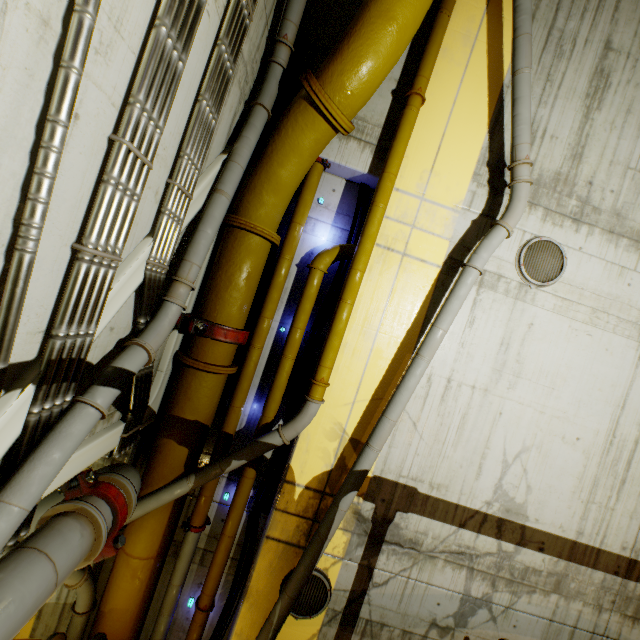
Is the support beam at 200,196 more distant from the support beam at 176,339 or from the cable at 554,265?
the cable at 554,265

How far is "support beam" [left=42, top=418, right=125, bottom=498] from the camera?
3.03m

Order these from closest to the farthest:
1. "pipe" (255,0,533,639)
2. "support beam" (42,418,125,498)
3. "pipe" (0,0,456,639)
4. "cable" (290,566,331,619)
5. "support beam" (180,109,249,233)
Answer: "pipe" (0,0,456,639)
"support beam" (42,418,125,498)
"support beam" (180,109,249,233)
"pipe" (255,0,533,639)
"cable" (290,566,331,619)

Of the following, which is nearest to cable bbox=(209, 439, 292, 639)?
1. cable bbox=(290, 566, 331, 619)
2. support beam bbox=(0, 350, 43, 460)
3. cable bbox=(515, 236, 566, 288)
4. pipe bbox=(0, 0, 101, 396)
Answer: pipe bbox=(0, 0, 101, 396)

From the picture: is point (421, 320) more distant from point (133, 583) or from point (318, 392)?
point (133, 583)

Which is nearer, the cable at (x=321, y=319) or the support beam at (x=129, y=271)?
the support beam at (x=129, y=271)

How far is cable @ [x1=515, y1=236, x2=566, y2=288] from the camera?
5.2 meters

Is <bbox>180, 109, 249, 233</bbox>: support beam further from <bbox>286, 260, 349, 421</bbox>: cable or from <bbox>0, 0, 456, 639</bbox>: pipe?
<bbox>286, 260, 349, 421</bbox>: cable
